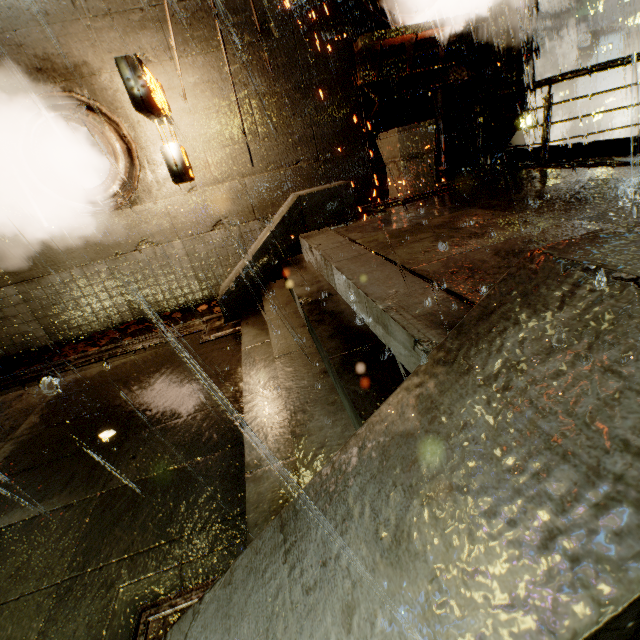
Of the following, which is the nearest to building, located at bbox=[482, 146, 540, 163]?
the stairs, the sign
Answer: the sign

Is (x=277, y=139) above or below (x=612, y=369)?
above

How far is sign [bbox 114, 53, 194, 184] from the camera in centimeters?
586cm

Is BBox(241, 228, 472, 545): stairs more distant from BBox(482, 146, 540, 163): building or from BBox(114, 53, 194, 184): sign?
BBox(114, 53, 194, 184): sign

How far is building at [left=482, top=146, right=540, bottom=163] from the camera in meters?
10.2

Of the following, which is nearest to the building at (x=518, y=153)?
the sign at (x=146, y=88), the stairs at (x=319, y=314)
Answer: the sign at (x=146, y=88)

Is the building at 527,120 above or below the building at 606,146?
above
